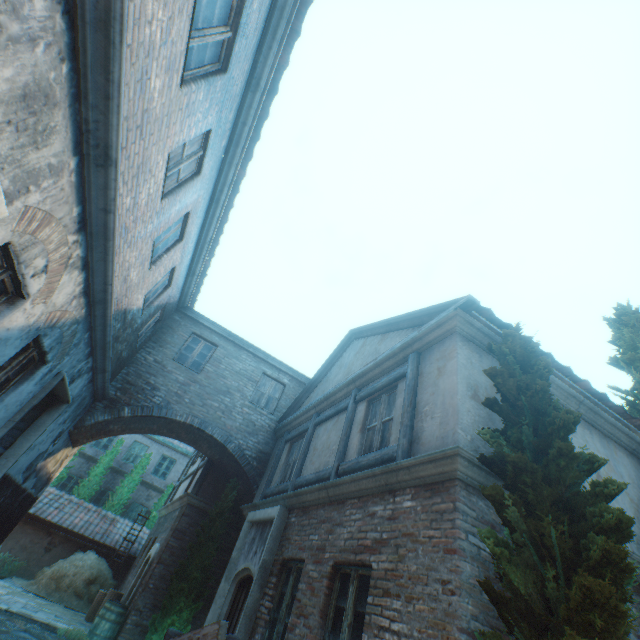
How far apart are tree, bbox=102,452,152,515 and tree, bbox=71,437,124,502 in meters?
0.7

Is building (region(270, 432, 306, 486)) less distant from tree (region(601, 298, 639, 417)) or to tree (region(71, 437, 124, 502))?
tree (region(601, 298, 639, 417))

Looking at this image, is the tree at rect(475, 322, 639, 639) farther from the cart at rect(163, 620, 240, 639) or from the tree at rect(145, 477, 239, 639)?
the tree at rect(145, 477, 239, 639)

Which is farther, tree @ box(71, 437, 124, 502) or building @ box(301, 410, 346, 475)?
tree @ box(71, 437, 124, 502)

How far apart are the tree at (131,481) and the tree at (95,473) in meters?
0.7 m

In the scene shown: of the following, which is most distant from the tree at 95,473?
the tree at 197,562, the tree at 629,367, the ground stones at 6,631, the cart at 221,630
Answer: the tree at 629,367

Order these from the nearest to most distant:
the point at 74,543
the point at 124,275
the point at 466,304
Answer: the point at 466,304, the point at 124,275, the point at 74,543

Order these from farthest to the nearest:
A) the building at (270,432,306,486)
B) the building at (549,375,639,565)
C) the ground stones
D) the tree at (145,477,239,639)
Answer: the building at (270,432,306,486) < the tree at (145,477,239,639) < the ground stones < the building at (549,375,639,565)
